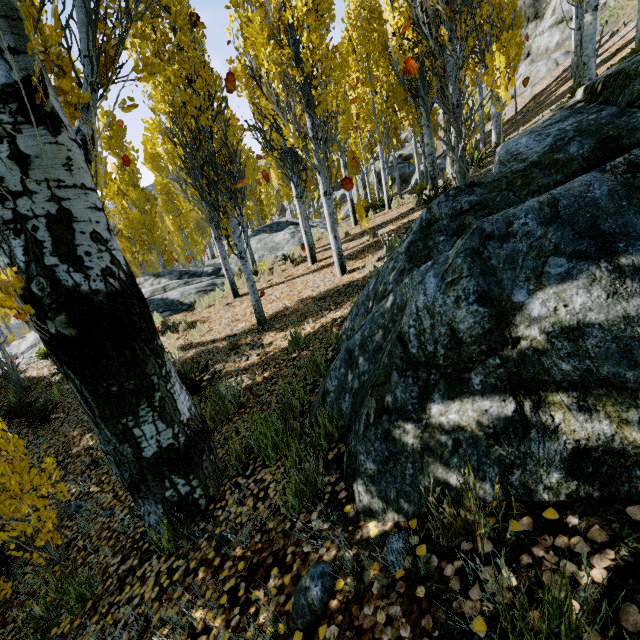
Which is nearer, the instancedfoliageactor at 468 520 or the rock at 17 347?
the instancedfoliageactor at 468 520

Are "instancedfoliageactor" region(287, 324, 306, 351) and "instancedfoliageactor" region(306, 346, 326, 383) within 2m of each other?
yes

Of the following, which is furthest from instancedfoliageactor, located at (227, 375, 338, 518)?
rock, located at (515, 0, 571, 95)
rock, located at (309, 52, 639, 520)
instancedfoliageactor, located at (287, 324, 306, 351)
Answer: rock, located at (515, 0, 571, 95)

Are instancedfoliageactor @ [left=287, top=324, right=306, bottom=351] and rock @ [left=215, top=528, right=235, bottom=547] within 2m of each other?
no

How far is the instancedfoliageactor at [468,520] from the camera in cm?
130

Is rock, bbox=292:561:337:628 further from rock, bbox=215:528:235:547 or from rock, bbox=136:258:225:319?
rock, bbox=136:258:225:319

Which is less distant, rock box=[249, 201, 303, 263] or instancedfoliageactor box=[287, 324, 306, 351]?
instancedfoliageactor box=[287, 324, 306, 351]

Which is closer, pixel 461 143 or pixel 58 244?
pixel 58 244
